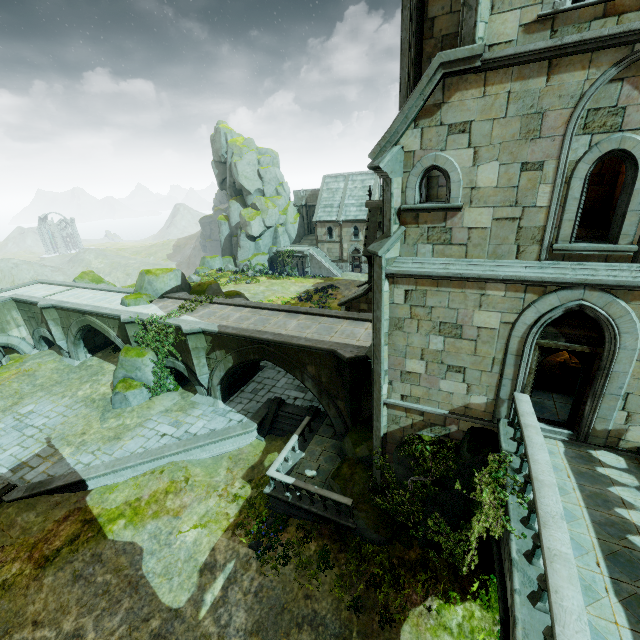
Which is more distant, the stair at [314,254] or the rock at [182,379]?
the stair at [314,254]

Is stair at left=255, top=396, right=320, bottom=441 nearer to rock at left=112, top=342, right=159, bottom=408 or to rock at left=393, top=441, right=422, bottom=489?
rock at left=393, top=441, right=422, bottom=489

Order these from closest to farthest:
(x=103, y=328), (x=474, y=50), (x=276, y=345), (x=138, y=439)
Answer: (x=474, y=50), (x=276, y=345), (x=138, y=439), (x=103, y=328)

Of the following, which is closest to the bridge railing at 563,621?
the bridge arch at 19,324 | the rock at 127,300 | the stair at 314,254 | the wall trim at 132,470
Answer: the wall trim at 132,470

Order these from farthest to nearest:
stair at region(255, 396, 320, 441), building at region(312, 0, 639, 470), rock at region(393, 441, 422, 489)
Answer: stair at region(255, 396, 320, 441), rock at region(393, 441, 422, 489), building at region(312, 0, 639, 470)

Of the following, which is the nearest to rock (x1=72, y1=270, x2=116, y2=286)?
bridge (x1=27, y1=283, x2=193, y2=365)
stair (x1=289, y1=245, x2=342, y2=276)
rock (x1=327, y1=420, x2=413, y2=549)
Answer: stair (x1=289, y1=245, x2=342, y2=276)

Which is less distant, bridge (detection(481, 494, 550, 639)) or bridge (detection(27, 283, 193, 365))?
bridge (detection(481, 494, 550, 639))

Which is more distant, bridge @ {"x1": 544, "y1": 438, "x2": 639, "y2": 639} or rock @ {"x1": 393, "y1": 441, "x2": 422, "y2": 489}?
rock @ {"x1": 393, "y1": 441, "x2": 422, "y2": 489}
